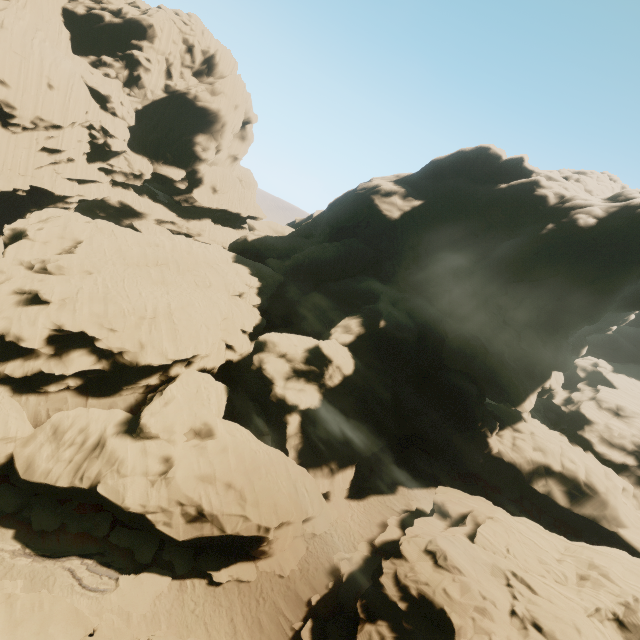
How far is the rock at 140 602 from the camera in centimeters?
1766cm

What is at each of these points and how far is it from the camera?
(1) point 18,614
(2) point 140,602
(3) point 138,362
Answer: (1) rock, 13.1 meters
(2) rock, 17.9 meters
(3) rock, 25.6 meters

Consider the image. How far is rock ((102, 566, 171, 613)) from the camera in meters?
17.7

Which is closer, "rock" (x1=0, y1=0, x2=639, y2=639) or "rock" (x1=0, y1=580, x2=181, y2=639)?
"rock" (x1=0, y1=580, x2=181, y2=639)

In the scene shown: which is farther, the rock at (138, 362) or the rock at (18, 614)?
the rock at (138, 362)

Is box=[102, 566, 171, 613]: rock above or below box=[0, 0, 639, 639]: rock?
below
